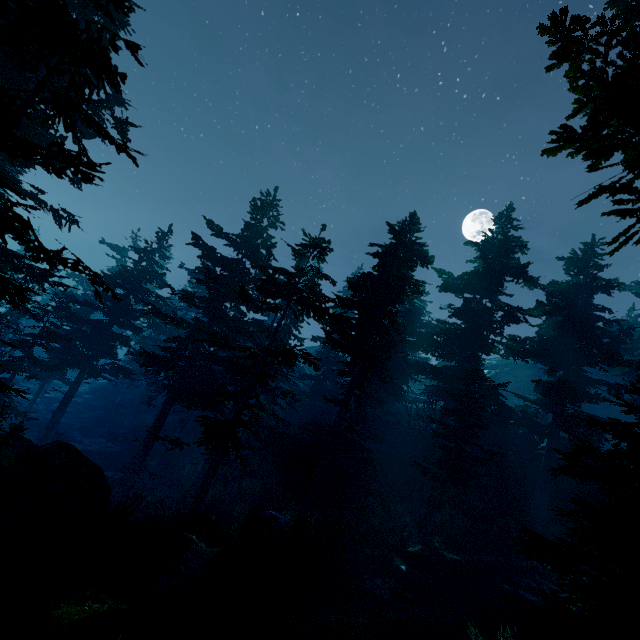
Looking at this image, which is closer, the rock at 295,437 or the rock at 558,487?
the rock at 295,437

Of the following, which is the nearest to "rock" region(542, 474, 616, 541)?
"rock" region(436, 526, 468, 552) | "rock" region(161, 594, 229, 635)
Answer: "rock" region(436, 526, 468, 552)

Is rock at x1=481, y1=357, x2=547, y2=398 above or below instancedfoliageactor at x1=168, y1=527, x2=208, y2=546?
above

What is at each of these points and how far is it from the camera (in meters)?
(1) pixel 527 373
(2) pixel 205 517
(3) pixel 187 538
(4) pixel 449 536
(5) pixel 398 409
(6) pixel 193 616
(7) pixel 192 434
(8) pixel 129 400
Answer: (1) rock, 49.69
(2) rock, 13.41
(3) instancedfoliageactor, 11.52
(4) rock, 18.73
(5) rock, 33.56
(6) rock, 7.51
(7) rock, 35.25
(8) rock, 41.09

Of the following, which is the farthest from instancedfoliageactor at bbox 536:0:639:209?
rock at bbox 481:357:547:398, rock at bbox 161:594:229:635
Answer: rock at bbox 161:594:229:635

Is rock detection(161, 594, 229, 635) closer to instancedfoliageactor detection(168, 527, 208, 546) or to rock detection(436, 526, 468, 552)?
instancedfoliageactor detection(168, 527, 208, 546)

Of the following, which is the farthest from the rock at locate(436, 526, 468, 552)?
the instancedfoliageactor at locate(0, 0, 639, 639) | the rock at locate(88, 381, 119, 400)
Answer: the rock at locate(88, 381, 119, 400)

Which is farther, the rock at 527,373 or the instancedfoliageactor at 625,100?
the rock at 527,373
